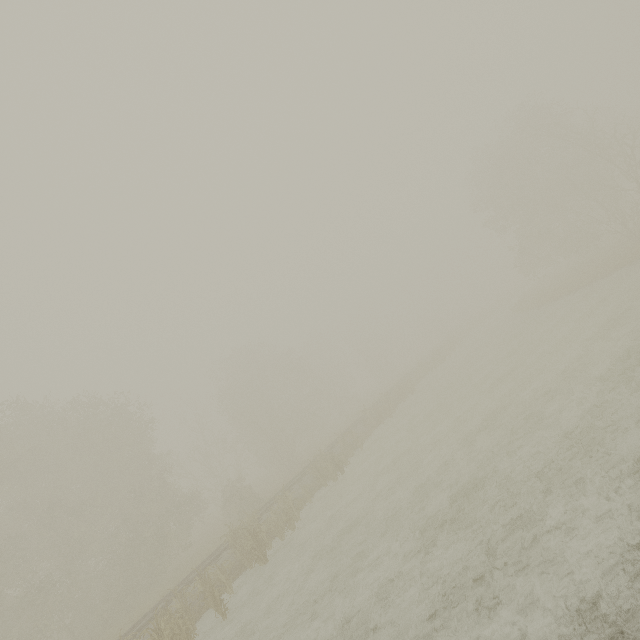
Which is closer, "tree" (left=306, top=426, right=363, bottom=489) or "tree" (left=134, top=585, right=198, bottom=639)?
"tree" (left=134, top=585, right=198, bottom=639)

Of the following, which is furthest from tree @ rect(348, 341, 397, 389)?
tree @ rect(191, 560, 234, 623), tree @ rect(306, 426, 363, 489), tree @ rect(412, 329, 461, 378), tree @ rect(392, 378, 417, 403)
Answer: tree @ rect(191, 560, 234, 623)

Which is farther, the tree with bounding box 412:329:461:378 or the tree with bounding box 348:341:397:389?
the tree with bounding box 348:341:397:389

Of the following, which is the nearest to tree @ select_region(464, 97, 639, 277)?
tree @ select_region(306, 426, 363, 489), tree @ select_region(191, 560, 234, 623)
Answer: tree @ select_region(306, 426, 363, 489)

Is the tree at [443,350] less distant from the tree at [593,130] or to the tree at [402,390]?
the tree at [402,390]

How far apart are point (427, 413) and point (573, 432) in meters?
13.0

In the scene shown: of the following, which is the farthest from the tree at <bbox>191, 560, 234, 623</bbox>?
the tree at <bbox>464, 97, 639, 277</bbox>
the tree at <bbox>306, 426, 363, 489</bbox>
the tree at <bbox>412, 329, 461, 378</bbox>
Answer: the tree at <bbox>464, 97, 639, 277</bbox>

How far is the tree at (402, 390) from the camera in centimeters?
3003cm
